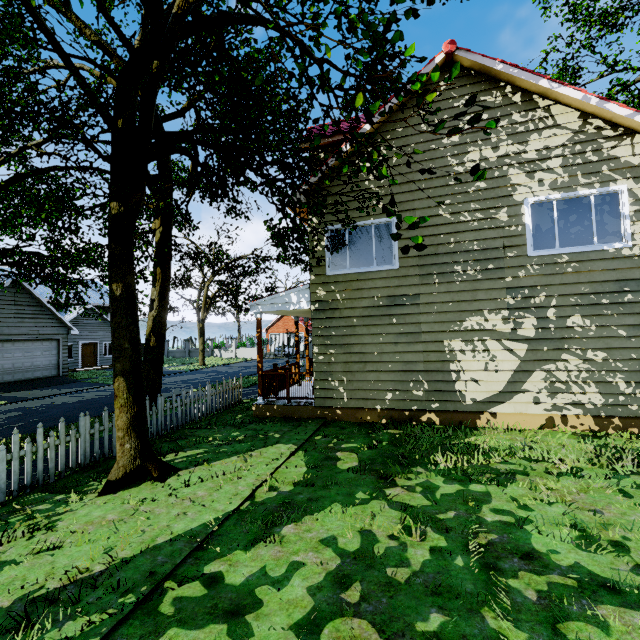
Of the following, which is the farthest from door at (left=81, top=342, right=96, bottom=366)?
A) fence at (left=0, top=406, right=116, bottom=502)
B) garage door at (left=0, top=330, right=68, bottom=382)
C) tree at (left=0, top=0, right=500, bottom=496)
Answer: fence at (left=0, top=406, right=116, bottom=502)

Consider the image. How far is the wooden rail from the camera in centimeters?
963cm

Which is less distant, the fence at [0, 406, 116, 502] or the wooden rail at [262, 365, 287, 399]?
the fence at [0, 406, 116, 502]

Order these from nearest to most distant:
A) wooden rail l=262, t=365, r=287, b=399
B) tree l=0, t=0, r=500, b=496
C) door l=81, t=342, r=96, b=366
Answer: tree l=0, t=0, r=500, b=496, wooden rail l=262, t=365, r=287, b=399, door l=81, t=342, r=96, b=366

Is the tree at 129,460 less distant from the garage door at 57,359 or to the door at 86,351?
the garage door at 57,359

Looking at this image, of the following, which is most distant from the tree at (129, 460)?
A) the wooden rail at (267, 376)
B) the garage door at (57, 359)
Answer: the wooden rail at (267, 376)

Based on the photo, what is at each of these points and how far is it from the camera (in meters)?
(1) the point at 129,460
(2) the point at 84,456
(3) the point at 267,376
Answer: (1) tree, 5.45
(2) fence, 6.43
(3) wooden rail, 10.29

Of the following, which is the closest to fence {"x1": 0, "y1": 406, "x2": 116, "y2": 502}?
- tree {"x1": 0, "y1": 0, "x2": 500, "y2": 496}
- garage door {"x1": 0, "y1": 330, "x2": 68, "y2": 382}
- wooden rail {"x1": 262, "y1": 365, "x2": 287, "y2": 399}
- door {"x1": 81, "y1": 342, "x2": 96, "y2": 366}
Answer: tree {"x1": 0, "y1": 0, "x2": 500, "y2": 496}
